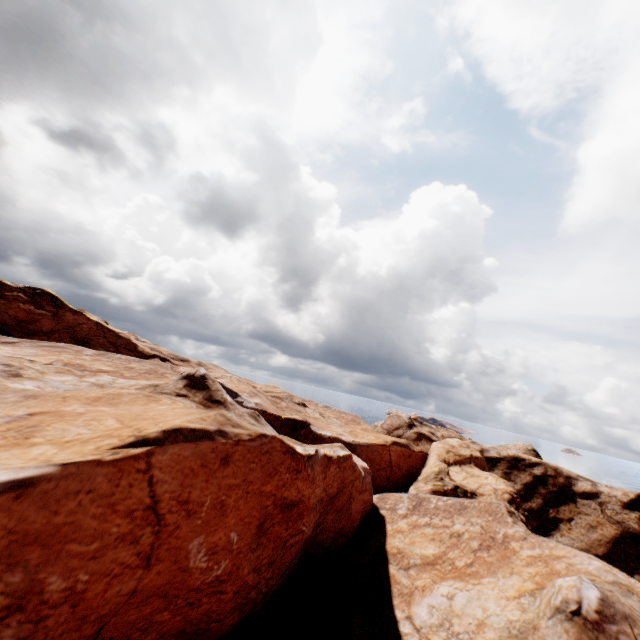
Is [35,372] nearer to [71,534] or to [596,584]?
[71,534]
